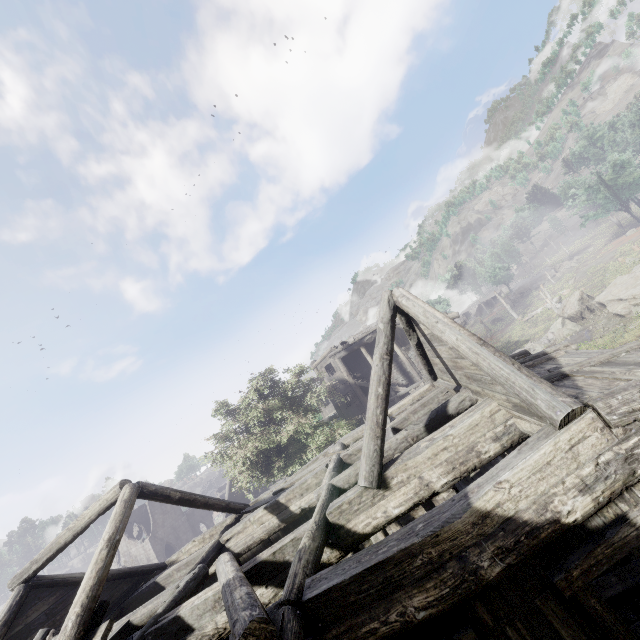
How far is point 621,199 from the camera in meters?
40.1 m
